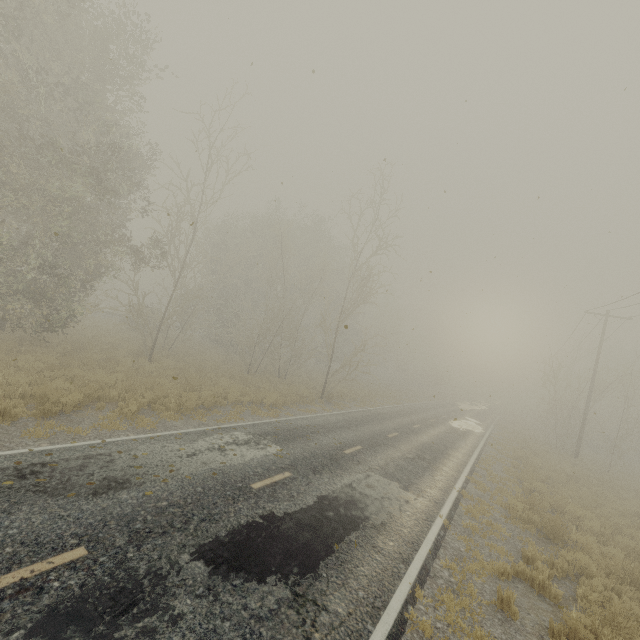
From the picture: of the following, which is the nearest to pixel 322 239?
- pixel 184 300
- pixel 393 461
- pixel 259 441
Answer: pixel 184 300
